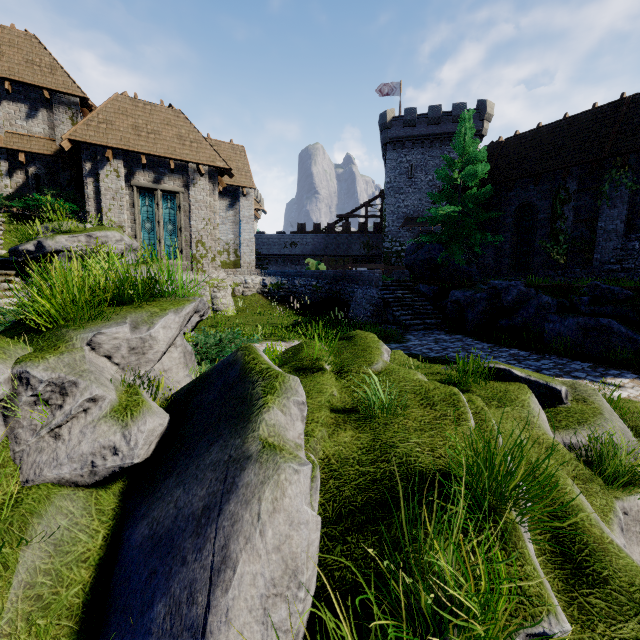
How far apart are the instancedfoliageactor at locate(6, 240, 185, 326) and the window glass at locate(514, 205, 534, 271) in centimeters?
2087cm

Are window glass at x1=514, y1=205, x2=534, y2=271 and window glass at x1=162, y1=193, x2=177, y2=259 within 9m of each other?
no

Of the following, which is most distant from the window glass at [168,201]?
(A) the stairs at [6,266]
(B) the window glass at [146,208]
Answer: (A) the stairs at [6,266]

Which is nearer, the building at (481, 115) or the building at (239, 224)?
the building at (239, 224)

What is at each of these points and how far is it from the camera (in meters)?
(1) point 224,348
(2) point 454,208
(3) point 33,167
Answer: (1) bush, 6.13
(2) tree, 17.77
(3) window slit, 15.55

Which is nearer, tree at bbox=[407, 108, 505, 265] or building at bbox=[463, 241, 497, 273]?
tree at bbox=[407, 108, 505, 265]

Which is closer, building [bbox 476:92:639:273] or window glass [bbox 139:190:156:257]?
building [bbox 476:92:639:273]

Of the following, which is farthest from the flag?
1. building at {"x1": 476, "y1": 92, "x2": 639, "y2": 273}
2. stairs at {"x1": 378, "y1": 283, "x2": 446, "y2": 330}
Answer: stairs at {"x1": 378, "y1": 283, "x2": 446, "y2": 330}
